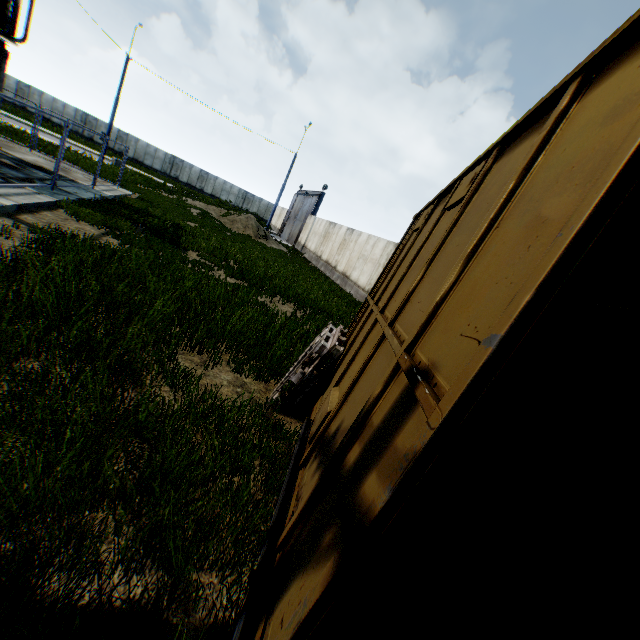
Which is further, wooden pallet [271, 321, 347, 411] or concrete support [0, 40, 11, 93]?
concrete support [0, 40, 11, 93]

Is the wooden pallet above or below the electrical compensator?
below

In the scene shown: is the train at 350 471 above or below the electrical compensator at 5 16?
below

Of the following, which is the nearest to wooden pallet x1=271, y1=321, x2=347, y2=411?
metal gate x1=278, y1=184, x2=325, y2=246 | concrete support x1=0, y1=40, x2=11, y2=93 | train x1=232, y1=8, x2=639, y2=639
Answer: train x1=232, y1=8, x2=639, y2=639

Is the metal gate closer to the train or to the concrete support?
the concrete support

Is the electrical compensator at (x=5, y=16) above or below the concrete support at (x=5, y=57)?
above

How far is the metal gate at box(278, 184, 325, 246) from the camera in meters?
32.2 m

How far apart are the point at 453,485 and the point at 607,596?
1.54m
